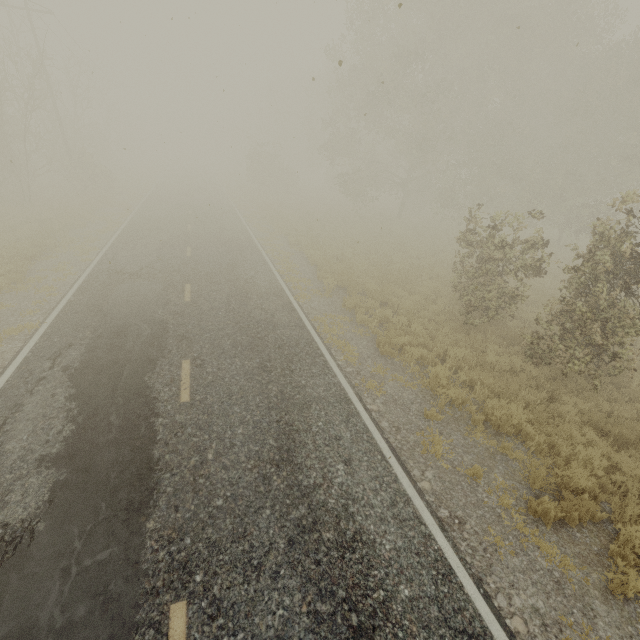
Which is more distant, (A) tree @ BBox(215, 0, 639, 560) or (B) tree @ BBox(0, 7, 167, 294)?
(B) tree @ BBox(0, 7, 167, 294)

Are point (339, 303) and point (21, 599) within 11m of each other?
yes

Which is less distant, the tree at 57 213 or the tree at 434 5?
the tree at 434 5
